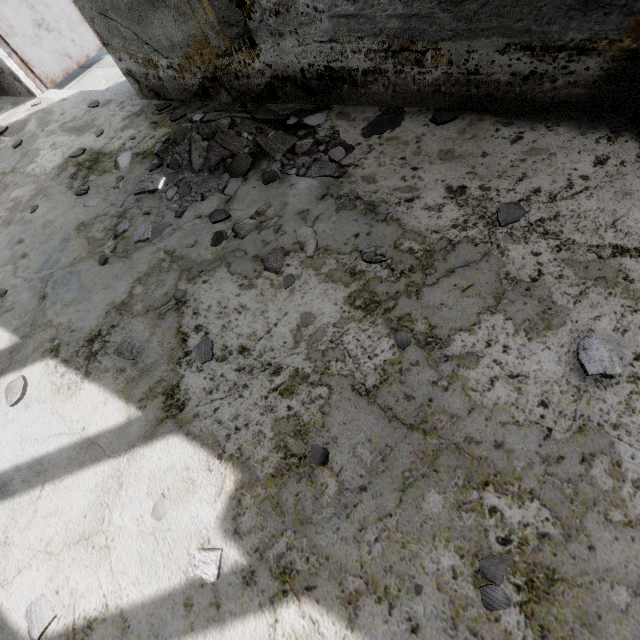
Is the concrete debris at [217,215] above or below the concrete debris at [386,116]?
above

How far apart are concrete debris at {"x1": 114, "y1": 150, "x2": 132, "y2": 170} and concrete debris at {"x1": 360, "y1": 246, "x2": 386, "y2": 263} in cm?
283

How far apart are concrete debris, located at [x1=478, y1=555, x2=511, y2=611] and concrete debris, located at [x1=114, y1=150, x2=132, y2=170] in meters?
4.2 m

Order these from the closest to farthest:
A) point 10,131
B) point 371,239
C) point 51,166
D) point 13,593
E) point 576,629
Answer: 1. point 576,629
2. point 13,593
3. point 371,239
4. point 51,166
5. point 10,131

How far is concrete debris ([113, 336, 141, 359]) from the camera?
2.1m

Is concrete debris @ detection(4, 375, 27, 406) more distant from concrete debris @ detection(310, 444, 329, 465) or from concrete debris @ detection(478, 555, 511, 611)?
concrete debris @ detection(478, 555, 511, 611)

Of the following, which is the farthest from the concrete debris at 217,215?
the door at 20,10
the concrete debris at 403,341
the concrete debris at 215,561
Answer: the door at 20,10

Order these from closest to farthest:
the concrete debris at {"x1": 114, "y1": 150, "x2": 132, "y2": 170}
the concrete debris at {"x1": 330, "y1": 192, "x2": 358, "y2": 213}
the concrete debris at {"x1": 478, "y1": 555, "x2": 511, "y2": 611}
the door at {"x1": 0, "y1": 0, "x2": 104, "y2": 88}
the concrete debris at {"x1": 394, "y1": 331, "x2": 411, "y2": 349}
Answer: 1. the concrete debris at {"x1": 478, "y1": 555, "x2": 511, "y2": 611}
2. the concrete debris at {"x1": 394, "y1": 331, "x2": 411, "y2": 349}
3. the concrete debris at {"x1": 330, "y1": 192, "x2": 358, "y2": 213}
4. the concrete debris at {"x1": 114, "y1": 150, "x2": 132, "y2": 170}
5. the door at {"x1": 0, "y1": 0, "x2": 104, "y2": 88}
